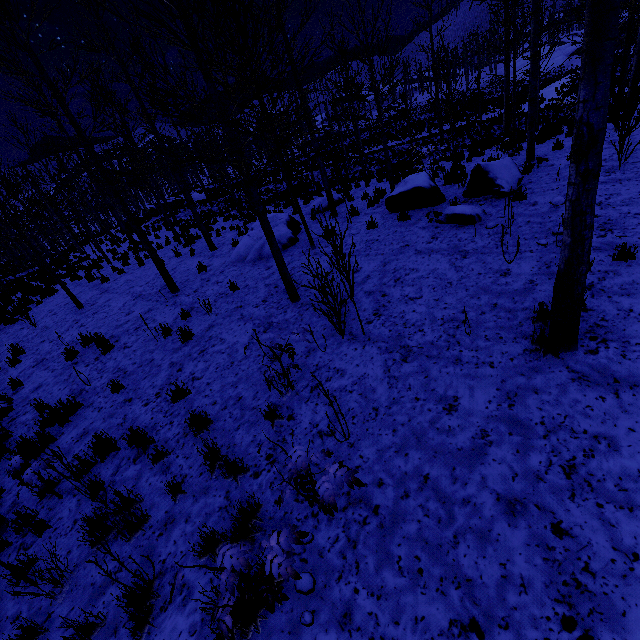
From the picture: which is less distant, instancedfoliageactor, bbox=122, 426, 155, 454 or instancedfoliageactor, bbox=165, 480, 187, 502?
instancedfoliageactor, bbox=165, 480, 187, 502

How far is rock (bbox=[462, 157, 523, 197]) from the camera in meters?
8.1

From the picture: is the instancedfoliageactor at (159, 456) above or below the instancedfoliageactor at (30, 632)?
above

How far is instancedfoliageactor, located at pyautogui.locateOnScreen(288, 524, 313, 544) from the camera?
2.4m

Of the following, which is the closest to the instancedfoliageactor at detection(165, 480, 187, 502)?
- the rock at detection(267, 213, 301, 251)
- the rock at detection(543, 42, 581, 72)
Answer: the rock at detection(267, 213, 301, 251)

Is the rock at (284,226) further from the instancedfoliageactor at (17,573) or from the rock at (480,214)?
the rock at (480,214)

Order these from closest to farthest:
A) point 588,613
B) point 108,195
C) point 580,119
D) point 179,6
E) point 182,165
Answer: point 588,613 → point 580,119 → point 179,6 → point 108,195 → point 182,165

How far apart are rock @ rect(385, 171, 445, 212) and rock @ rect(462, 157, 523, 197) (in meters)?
0.46
